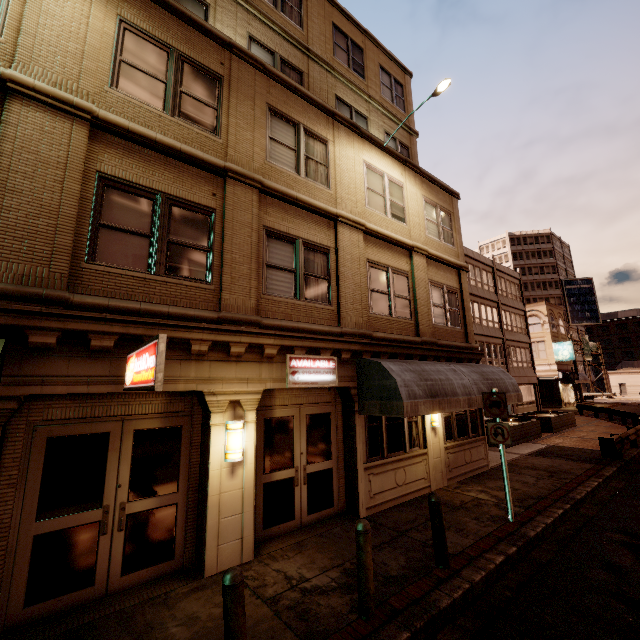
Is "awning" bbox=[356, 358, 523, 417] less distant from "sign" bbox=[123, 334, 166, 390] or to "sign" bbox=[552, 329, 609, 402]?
"sign" bbox=[123, 334, 166, 390]

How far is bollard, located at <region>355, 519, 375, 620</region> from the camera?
4.6m

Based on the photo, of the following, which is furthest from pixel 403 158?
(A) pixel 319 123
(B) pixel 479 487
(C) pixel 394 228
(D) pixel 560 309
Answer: (D) pixel 560 309

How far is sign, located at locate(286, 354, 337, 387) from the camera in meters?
7.4 m

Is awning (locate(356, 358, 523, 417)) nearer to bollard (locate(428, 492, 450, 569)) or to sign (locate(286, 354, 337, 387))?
sign (locate(286, 354, 337, 387))

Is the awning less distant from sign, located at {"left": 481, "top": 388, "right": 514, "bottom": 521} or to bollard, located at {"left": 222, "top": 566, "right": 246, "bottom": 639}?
sign, located at {"left": 481, "top": 388, "right": 514, "bottom": 521}

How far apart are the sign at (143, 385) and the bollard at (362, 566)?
3.5 meters

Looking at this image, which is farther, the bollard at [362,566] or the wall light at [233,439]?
the wall light at [233,439]
